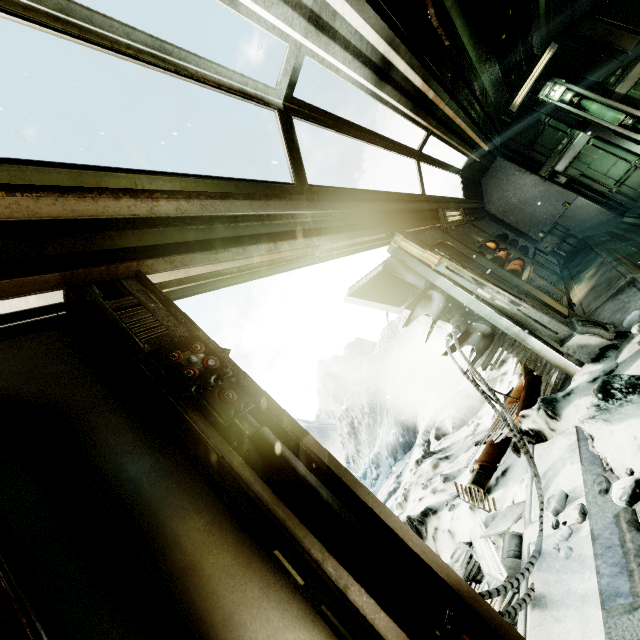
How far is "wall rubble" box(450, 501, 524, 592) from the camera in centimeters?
241cm

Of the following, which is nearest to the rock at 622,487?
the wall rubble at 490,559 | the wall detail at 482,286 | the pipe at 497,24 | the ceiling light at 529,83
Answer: the wall rubble at 490,559

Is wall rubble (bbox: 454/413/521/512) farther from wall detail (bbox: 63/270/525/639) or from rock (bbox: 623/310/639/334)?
wall detail (bbox: 63/270/525/639)

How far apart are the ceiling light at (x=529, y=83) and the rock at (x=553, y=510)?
11.01m

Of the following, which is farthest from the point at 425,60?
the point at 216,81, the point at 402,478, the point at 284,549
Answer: the point at 402,478

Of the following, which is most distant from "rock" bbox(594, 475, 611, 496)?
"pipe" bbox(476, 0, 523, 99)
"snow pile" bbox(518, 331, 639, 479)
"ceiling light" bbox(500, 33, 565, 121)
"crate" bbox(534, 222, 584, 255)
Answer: "ceiling light" bbox(500, 33, 565, 121)

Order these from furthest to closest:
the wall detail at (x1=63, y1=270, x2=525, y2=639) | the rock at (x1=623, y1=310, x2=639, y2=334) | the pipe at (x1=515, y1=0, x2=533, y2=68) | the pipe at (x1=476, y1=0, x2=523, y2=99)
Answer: the pipe at (x1=515, y1=0, x2=533, y2=68), the pipe at (x1=476, y1=0, x2=523, y2=99), the rock at (x1=623, y1=310, x2=639, y2=334), the wall detail at (x1=63, y1=270, x2=525, y2=639)

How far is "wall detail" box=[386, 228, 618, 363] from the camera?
3.52m
